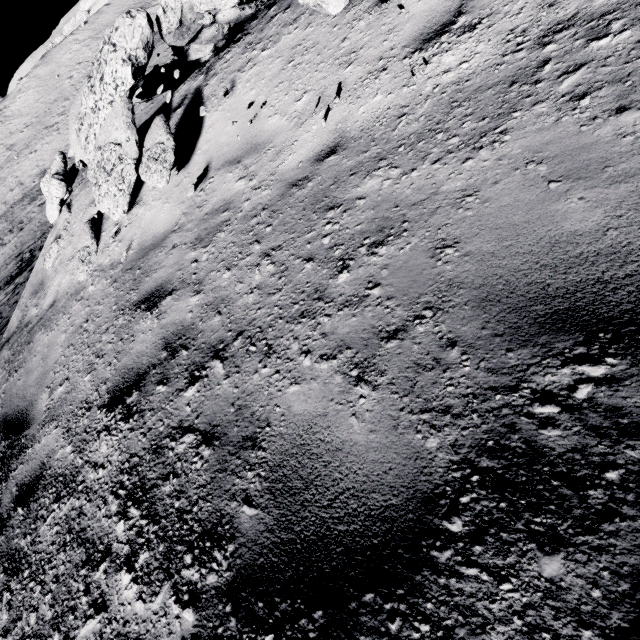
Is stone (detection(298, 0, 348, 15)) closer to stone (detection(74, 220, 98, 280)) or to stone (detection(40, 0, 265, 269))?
stone (detection(40, 0, 265, 269))

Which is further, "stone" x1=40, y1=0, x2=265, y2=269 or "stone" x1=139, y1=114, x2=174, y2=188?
"stone" x1=40, y1=0, x2=265, y2=269

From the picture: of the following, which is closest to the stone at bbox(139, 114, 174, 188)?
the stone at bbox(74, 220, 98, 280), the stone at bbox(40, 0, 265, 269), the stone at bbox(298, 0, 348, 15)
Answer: the stone at bbox(40, 0, 265, 269)

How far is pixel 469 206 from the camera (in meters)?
1.80

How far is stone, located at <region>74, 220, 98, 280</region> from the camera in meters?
5.0

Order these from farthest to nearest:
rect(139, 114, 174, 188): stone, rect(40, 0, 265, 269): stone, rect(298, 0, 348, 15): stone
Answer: rect(40, 0, 265, 269): stone → rect(139, 114, 174, 188): stone → rect(298, 0, 348, 15): stone

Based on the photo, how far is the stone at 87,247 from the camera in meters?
5.0 m

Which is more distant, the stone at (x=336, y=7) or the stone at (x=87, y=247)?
the stone at (x=87, y=247)
